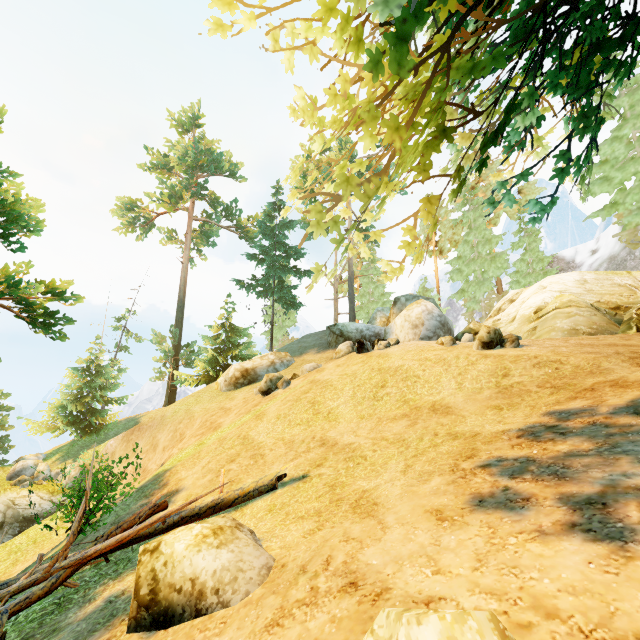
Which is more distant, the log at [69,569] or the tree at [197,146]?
the log at [69,569]

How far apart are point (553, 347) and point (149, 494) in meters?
13.4

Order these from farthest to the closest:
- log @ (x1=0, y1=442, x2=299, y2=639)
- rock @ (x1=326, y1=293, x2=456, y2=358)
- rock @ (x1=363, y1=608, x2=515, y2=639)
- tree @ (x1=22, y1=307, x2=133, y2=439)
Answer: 1. tree @ (x1=22, y1=307, x2=133, y2=439)
2. rock @ (x1=326, y1=293, x2=456, y2=358)
3. log @ (x1=0, y1=442, x2=299, y2=639)
4. rock @ (x1=363, y1=608, x2=515, y2=639)

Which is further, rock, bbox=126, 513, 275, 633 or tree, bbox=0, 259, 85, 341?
tree, bbox=0, 259, 85, 341

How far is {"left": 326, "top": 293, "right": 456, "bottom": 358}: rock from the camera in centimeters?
1529cm

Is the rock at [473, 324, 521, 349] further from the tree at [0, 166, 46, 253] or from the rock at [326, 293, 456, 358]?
the rock at [326, 293, 456, 358]

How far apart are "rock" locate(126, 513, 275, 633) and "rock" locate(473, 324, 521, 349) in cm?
851

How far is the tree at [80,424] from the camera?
28.2 meters
